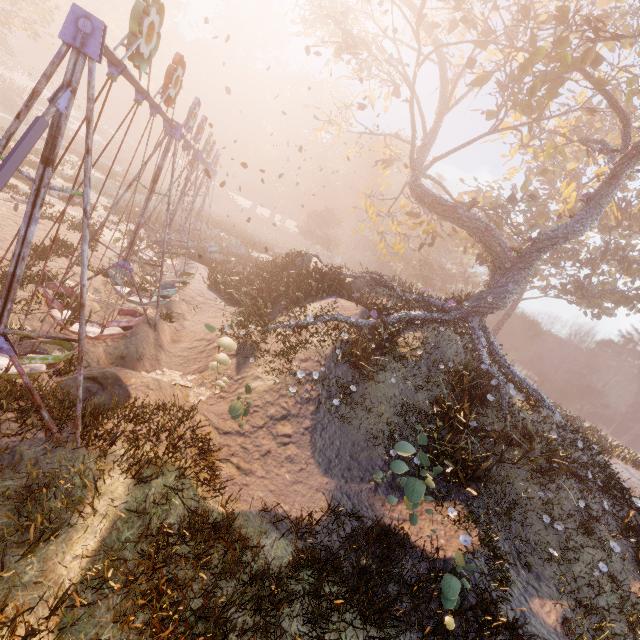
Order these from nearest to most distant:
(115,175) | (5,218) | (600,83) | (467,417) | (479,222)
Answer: (467,417) < (5,218) < (600,83) < (479,222) < (115,175)

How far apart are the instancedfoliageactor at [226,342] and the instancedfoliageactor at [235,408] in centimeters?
120cm

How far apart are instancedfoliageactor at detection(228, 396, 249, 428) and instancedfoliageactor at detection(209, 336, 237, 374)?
1.20m

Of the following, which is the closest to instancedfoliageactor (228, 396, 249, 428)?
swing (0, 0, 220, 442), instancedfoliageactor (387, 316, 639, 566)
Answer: swing (0, 0, 220, 442)

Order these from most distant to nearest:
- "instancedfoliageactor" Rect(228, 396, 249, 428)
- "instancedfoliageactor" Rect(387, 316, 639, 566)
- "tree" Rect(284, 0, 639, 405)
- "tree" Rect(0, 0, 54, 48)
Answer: "tree" Rect(0, 0, 54, 48), "tree" Rect(284, 0, 639, 405), "instancedfoliageactor" Rect(387, 316, 639, 566), "instancedfoliageactor" Rect(228, 396, 249, 428)

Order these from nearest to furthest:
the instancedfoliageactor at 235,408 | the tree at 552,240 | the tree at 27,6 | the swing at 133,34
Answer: the swing at 133,34
the instancedfoliageactor at 235,408
the tree at 552,240
the tree at 27,6

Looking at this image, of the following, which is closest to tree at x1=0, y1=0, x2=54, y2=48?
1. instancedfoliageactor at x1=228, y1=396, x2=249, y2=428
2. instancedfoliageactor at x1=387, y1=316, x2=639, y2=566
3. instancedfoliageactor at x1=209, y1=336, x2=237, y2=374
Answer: instancedfoliageactor at x1=209, y1=336, x2=237, y2=374

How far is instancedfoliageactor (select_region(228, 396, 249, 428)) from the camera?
7.5 meters
